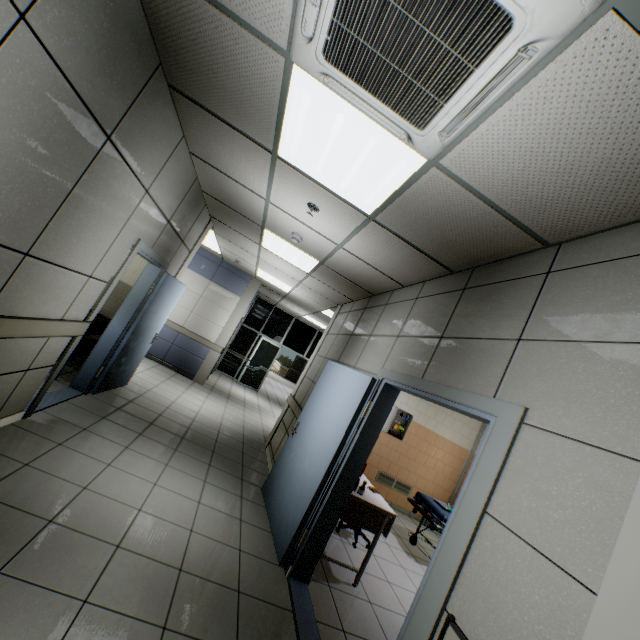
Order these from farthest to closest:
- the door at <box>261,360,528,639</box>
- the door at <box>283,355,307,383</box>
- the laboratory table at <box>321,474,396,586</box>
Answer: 1. the door at <box>283,355,307,383</box>
2. the laboratory table at <box>321,474,396,586</box>
3. the door at <box>261,360,528,639</box>

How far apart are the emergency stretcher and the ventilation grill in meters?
1.3 m

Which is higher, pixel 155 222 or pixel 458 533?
pixel 155 222

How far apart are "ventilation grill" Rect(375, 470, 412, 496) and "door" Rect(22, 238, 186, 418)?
5.2m

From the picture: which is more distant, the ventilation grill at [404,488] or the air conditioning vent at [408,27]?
the ventilation grill at [404,488]

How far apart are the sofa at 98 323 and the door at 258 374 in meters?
Result: 6.7

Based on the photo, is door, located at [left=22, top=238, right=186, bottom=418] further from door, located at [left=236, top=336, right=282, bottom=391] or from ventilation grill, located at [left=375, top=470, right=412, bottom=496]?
door, located at [left=236, top=336, right=282, bottom=391]

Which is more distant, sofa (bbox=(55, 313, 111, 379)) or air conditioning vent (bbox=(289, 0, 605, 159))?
sofa (bbox=(55, 313, 111, 379))
